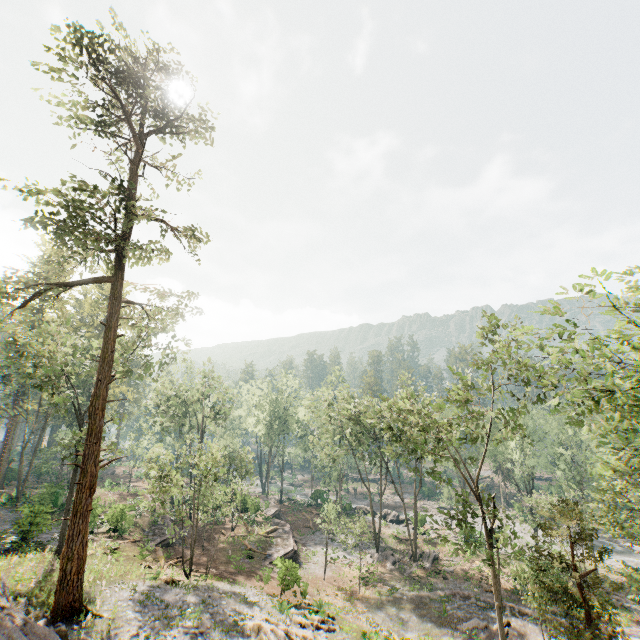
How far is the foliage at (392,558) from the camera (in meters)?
34.62

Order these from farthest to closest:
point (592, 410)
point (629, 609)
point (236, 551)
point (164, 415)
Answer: point (164, 415) → point (236, 551) → point (629, 609) → point (592, 410)

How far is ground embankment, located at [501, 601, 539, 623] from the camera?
23.4 meters

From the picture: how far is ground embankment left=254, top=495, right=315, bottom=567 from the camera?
Answer: 31.0 meters

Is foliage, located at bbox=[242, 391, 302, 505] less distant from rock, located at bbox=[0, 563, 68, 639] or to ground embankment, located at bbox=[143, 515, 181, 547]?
rock, located at bbox=[0, 563, 68, 639]

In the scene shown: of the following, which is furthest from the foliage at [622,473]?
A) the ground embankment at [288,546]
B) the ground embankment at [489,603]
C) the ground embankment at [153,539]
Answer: the ground embankment at [288,546]

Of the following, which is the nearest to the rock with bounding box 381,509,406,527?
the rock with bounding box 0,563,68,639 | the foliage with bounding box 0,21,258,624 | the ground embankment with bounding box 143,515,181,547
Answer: the foliage with bounding box 0,21,258,624

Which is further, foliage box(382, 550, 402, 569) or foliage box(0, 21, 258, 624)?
foliage box(382, 550, 402, 569)
